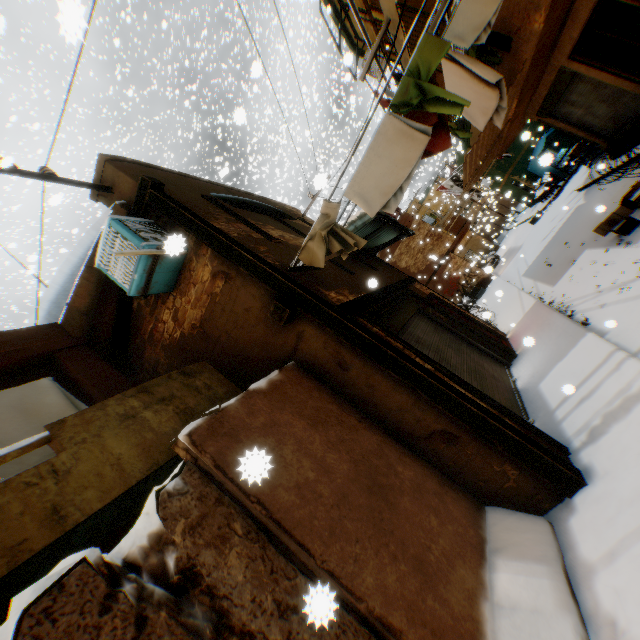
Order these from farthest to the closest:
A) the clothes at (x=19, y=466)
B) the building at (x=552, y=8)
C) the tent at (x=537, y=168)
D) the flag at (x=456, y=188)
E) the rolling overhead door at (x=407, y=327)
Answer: the tent at (x=537, y=168), the flag at (x=456, y=188), the building at (x=552, y=8), the rolling overhead door at (x=407, y=327), the clothes at (x=19, y=466)

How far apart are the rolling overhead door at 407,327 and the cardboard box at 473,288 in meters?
0.1

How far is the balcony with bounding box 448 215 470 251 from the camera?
20.55m

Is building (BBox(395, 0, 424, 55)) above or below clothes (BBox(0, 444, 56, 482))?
above

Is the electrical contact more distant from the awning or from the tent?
the tent

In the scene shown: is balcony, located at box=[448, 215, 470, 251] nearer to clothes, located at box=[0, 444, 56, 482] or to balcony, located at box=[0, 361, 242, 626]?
clothes, located at box=[0, 444, 56, 482]

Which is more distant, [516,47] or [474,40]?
[516,47]

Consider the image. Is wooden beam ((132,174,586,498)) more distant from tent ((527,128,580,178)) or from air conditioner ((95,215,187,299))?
tent ((527,128,580,178))
